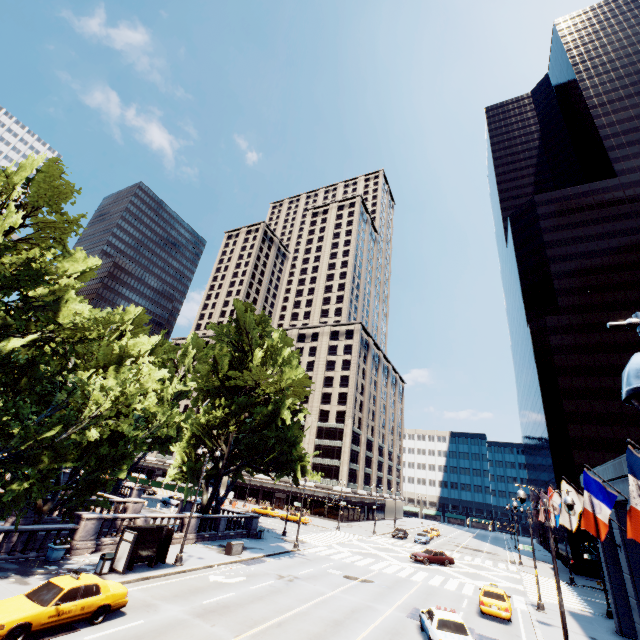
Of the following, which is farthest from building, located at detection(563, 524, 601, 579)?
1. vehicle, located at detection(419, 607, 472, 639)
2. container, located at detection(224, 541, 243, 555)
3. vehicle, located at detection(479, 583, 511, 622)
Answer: container, located at detection(224, 541, 243, 555)

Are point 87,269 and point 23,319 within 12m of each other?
yes

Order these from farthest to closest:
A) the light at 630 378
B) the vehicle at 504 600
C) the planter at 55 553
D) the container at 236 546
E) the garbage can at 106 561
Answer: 1. the container at 236 546
2. the vehicle at 504 600
3. the planter at 55 553
4. the garbage can at 106 561
5. the light at 630 378

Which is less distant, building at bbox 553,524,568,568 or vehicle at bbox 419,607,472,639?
vehicle at bbox 419,607,472,639

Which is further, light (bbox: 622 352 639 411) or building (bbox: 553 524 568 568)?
building (bbox: 553 524 568 568)

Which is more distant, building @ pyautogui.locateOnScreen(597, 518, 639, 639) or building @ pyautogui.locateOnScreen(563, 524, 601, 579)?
building @ pyautogui.locateOnScreen(563, 524, 601, 579)

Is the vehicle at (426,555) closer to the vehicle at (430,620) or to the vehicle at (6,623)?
the vehicle at (430,620)

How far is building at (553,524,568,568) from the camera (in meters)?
50.01
